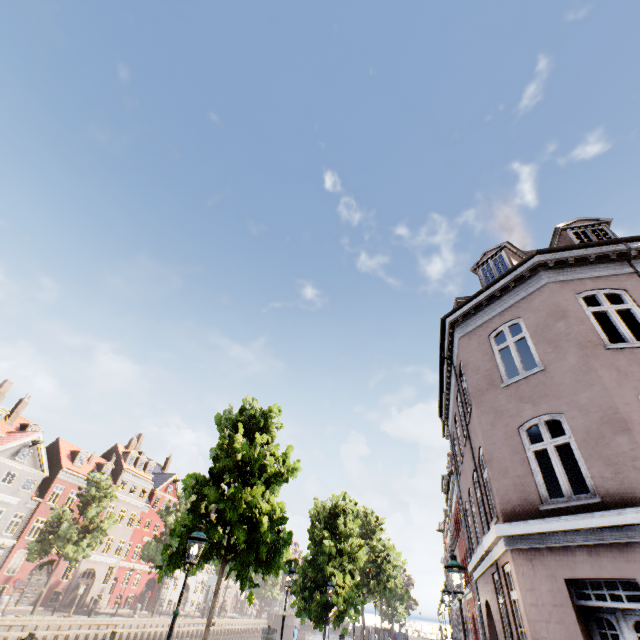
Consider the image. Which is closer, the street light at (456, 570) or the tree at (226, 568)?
the street light at (456, 570)

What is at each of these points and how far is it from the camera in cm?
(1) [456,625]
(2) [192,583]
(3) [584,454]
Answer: (1) building, 4094
(2) building, 5138
(3) building, 668

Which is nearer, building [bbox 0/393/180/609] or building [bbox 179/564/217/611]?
building [bbox 0/393/180/609]

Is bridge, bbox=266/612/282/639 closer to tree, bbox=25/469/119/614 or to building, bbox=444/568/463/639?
tree, bbox=25/469/119/614

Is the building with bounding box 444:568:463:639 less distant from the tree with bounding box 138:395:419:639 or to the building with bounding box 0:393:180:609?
the tree with bounding box 138:395:419:639

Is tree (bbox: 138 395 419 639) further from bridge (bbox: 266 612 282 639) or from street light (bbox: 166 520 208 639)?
street light (bbox: 166 520 208 639)

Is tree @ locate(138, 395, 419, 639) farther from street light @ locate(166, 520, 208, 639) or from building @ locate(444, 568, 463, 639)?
building @ locate(444, 568, 463, 639)

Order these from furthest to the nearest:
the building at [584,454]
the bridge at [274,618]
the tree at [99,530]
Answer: the bridge at [274,618], the tree at [99,530], the building at [584,454]
